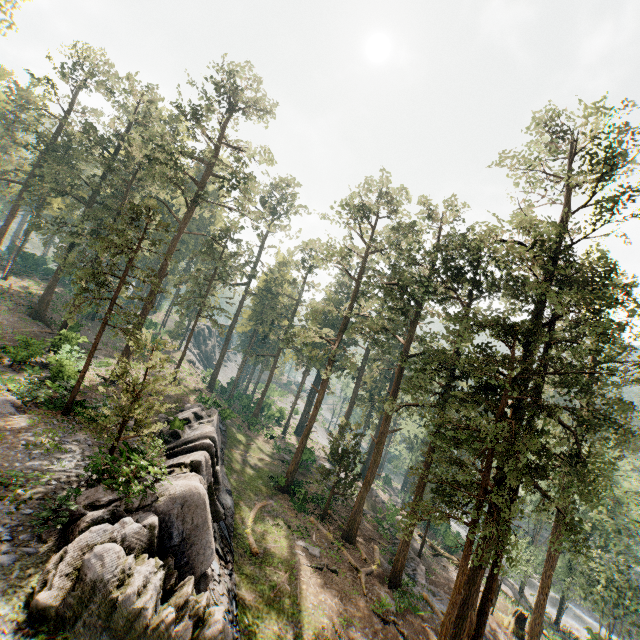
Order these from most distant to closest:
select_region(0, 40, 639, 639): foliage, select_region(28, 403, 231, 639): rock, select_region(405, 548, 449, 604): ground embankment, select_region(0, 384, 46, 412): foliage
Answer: select_region(405, 548, 449, 604): ground embankment
select_region(0, 384, 46, 412): foliage
select_region(0, 40, 639, 639): foliage
select_region(28, 403, 231, 639): rock

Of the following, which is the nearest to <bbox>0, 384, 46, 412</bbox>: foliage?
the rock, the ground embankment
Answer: the ground embankment

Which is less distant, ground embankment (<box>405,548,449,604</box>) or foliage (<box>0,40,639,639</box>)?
foliage (<box>0,40,639,639</box>)

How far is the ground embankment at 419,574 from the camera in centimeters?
2429cm

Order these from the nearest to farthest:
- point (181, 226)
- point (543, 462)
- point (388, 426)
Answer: point (543, 462), point (388, 426), point (181, 226)

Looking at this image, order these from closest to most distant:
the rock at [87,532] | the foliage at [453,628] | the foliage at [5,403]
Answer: the rock at [87,532], the foliage at [453,628], the foliage at [5,403]

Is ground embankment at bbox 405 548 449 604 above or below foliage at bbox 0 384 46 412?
below
